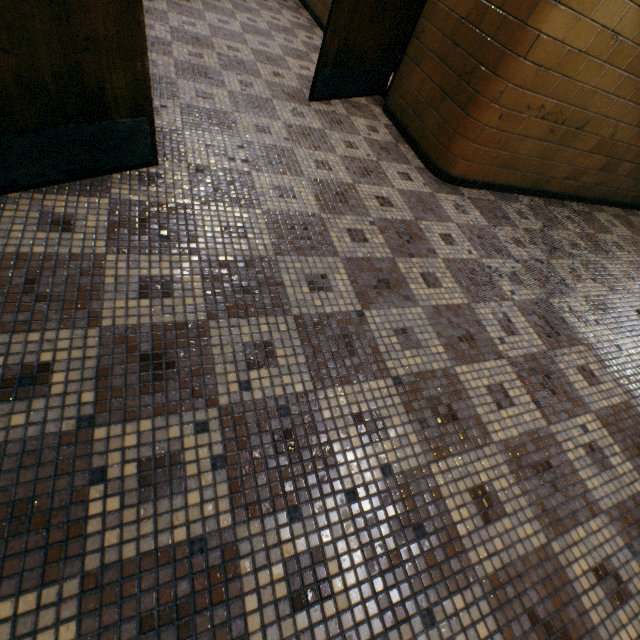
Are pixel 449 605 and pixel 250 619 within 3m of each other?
yes

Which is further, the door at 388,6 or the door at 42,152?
the door at 388,6

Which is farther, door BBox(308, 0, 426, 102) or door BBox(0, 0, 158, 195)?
door BBox(308, 0, 426, 102)
